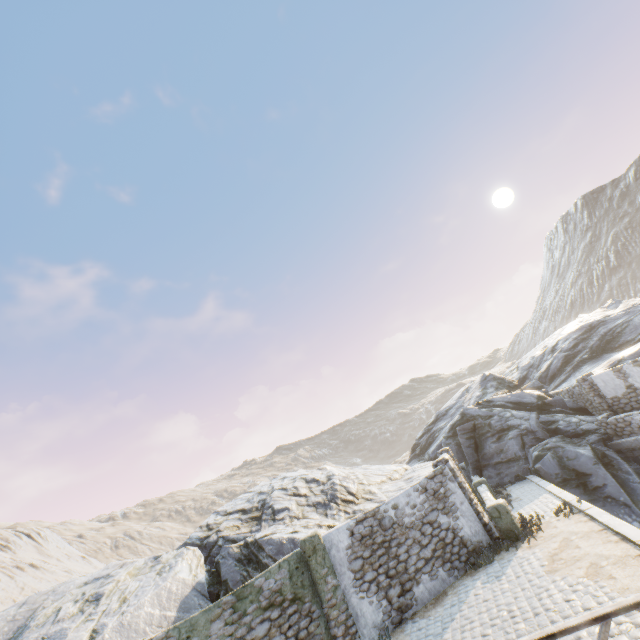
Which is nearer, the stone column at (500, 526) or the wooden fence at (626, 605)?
the wooden fence at (626, 605)

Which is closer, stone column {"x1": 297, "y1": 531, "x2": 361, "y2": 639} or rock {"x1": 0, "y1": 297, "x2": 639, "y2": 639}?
stone column {"x1": 297, "y1": 531, "x2": 361, "y2": 639}

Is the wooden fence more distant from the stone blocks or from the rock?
the rock

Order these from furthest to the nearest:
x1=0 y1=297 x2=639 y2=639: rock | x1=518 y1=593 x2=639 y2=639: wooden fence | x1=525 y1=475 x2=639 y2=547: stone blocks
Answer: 1. x1=0 y1=297 x2=639 y2=639: rock
2. x1=525 y1=475 x2=639 y2=547: stone blocks
3. x1=518 y1=593 x2=639 y2=639: wooden fence

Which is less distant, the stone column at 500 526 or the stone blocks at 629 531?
the stone blocks at 629 531

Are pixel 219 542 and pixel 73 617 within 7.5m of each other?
yes

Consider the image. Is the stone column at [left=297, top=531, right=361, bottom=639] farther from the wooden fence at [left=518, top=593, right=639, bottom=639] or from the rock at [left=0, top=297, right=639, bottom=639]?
the wooden fence at [left=518, top=593, right=639, bottom=639]

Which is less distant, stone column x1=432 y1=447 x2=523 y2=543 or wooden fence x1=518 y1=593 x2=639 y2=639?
wooden fence x1=518 y1=593 x2=639 y2=639
